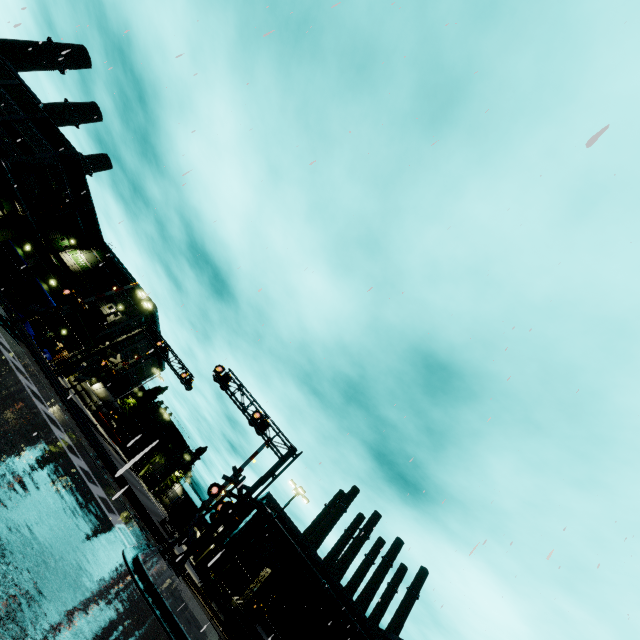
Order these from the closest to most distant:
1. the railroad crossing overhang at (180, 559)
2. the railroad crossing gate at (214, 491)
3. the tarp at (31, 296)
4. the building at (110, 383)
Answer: the railroad crossing gate at (214, 491)
the railroad crossing overhang at (180, 559)
the tarp at (31, 296)
the building at (110, 383)

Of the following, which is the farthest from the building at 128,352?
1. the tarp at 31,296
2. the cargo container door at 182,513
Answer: the cargo container door at 182,513

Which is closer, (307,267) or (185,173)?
(185,173)

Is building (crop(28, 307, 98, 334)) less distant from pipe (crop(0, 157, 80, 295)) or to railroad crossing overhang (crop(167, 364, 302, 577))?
pipe (crop(0, 157, 80, 295))

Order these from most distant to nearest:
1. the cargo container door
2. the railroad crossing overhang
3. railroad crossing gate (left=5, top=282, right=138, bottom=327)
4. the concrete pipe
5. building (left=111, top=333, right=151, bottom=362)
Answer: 1. building (left=111, top=333, right=151, bottom=362)
2. the concrete pipe
3. the cargo container door
4. railroad crossing gate (left=5, top=282, right=138, bottom=327)
5. the railroad crossing overhang

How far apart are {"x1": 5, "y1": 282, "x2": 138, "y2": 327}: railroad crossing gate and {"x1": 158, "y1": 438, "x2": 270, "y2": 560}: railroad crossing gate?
13.63m

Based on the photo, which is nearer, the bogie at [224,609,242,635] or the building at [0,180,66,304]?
the bogie at [224,609,242,635]

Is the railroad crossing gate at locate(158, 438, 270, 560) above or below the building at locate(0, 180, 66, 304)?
below
